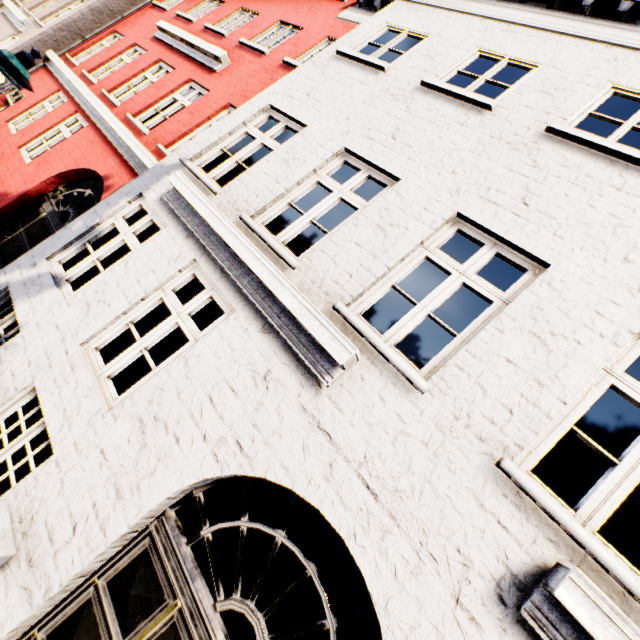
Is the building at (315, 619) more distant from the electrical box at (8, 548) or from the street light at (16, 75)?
the street light at (16, 75)

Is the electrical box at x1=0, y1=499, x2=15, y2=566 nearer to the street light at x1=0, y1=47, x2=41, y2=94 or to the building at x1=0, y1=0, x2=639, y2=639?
the building at x1=0, y1=0, x2=639, y2=639

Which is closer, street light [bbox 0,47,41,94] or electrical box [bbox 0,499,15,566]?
electrical box [bbox 0,499,15,566]

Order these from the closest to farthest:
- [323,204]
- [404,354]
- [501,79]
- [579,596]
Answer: [579,596] < [323,204] < [501,79] < [404,354]

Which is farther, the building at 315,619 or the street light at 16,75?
the street light at 16,75

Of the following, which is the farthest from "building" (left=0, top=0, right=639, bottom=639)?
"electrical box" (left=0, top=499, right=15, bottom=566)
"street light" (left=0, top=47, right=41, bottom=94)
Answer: "street light" (left=0, top=47, right=41, bottom=94)

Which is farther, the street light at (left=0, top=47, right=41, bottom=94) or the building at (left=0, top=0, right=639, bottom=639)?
the street light at (left=0, top=47, right=41, bottom=94)
